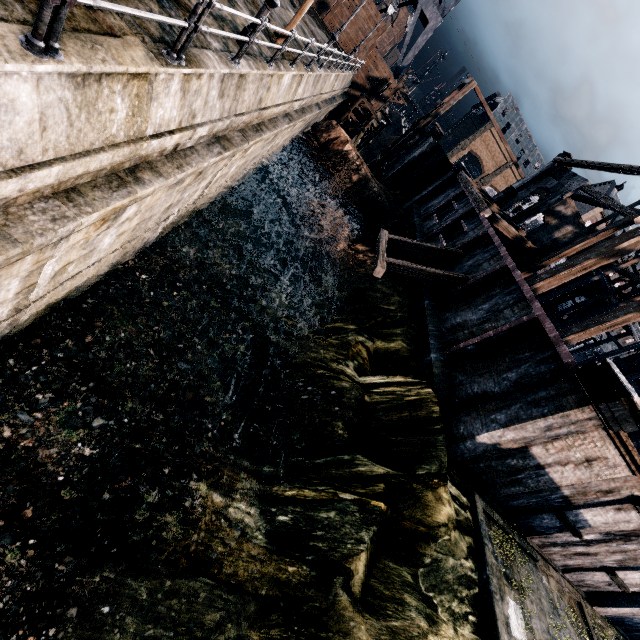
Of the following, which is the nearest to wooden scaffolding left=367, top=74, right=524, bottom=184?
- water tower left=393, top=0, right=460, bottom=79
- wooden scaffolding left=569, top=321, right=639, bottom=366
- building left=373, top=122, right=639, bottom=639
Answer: building left=373, top=122, right=639, bottom=639

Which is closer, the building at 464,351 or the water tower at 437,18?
the building at 464,351

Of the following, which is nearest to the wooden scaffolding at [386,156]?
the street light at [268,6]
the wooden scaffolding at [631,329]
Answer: the wooden scaffolding at [631,329]

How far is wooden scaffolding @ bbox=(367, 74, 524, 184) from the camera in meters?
31.2 m

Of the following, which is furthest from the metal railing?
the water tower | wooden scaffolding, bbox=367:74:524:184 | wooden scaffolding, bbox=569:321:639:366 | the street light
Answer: wooden scaffolding, bbox=569:321:639:366

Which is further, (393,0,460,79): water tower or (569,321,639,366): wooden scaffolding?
(393,0,460,79): water tower

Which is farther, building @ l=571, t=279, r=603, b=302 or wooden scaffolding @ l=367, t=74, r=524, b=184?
building @ l=571, t=279, r=603, b=302

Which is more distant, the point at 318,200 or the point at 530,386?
the point at 318,200
